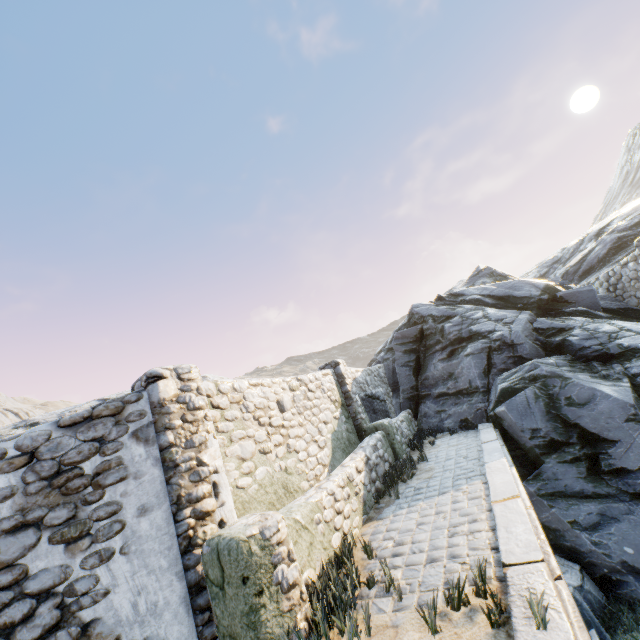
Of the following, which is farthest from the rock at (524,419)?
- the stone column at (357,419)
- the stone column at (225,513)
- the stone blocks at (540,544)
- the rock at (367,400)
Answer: the stone column at (225,513)

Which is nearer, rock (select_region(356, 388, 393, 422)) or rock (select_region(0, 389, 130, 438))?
rock (select_region(356, 388, 393, 422))

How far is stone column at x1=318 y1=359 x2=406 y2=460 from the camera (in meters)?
8.34

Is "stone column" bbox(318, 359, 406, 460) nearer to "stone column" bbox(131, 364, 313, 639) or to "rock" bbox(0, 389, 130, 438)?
"rock" bbox(0, 389, 130, 438)

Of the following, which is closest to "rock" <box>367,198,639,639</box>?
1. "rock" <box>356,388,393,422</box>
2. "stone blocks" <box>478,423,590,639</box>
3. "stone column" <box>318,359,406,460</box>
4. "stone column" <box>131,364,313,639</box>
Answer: "stone blocks" <box>478,423,590,639</box>

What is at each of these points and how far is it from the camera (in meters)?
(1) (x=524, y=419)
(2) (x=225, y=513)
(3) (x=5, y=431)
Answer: (1) rock, 7.57
(2) stone column, 3.91
(3) rock, 12.79

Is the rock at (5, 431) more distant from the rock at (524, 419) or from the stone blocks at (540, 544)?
the rock at (524, 419)

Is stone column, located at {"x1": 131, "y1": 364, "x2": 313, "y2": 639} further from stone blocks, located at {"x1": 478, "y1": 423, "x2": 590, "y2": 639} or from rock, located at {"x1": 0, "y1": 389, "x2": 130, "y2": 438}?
rock, located at {"x1": 0, "y1": 389, "x2": 130, "y2": 438}
